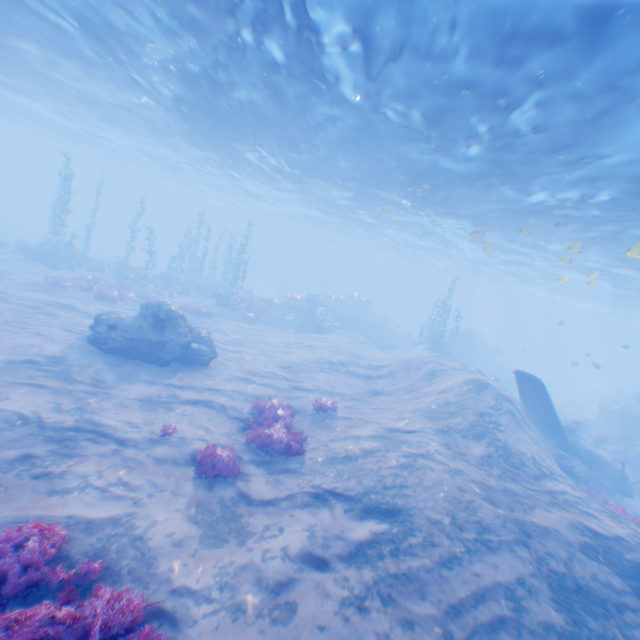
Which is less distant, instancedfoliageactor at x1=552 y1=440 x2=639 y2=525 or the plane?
instancedfoliageactor at x1=552 y1=440 x2=639 y2=525

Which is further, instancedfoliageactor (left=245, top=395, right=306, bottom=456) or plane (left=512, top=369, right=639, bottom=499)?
plane (left=512, top=369, right=639, bottom=499)

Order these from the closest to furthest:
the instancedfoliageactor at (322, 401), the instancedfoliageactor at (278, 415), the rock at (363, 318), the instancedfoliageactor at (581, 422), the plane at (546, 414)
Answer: the instancedfoliageactor at (278, 415) → the instancedfoliageactor at (322, 401) → the plane at (546, 414) → the instancedfoliageactor at (581, 422) → the rock at (363, 318)

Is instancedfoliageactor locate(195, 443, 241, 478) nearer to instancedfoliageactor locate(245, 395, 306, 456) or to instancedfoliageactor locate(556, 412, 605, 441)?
instancedfoliageactor locate(245, 395, 306, 456)

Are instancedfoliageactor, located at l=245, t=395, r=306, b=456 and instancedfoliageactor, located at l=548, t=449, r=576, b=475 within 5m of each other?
no

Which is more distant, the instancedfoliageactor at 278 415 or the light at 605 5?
the instancedfoliageactor at 278 415

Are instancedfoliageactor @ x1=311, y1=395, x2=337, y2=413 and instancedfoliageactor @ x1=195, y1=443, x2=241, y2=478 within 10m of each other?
yes

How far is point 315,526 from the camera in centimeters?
678cm
